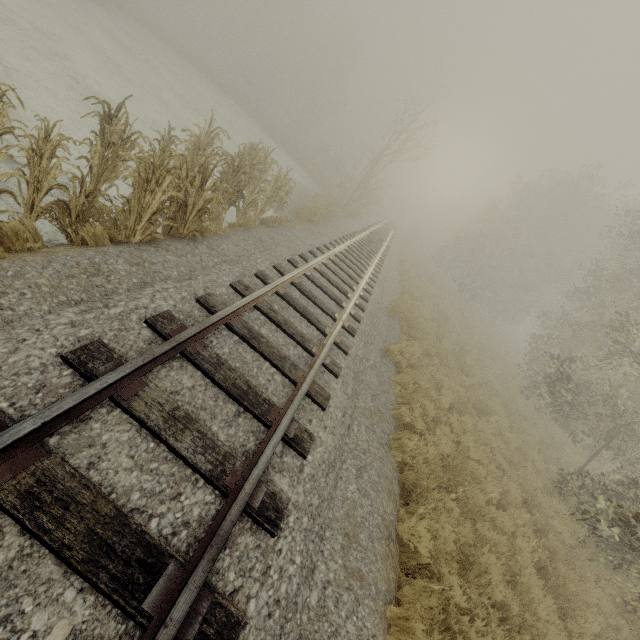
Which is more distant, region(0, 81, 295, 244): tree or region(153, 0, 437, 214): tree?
region(153, 0, 437, 214): tree

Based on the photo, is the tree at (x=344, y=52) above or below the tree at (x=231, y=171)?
above

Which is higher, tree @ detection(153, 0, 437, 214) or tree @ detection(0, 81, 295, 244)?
tree @ detection(153, 0, 437, 214)

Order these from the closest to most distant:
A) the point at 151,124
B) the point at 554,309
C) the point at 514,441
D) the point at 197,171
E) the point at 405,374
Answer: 1. the point at 197,171
2. the point at 405,374
3. the point at 514,441
4. the point at 151,124
5. the point at 554,309

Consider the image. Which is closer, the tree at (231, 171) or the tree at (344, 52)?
the tree at (231, 171)
